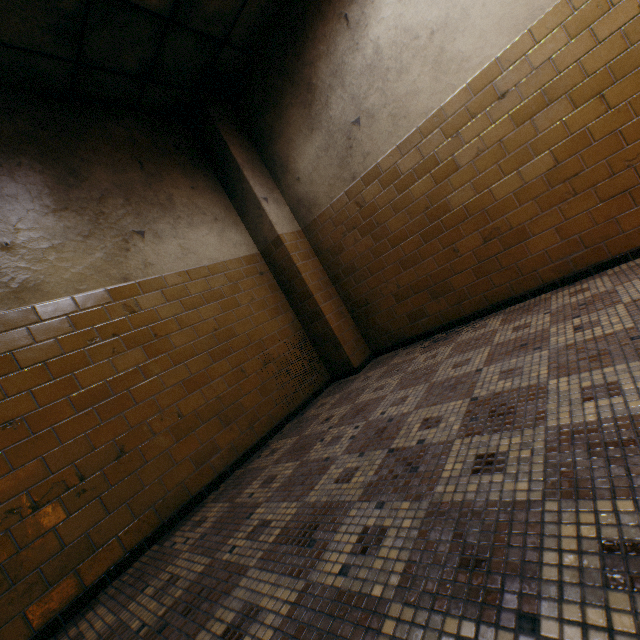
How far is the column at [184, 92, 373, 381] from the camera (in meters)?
3.98

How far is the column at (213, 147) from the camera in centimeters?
398cm

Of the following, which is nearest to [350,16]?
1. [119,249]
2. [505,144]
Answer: [505,144]
